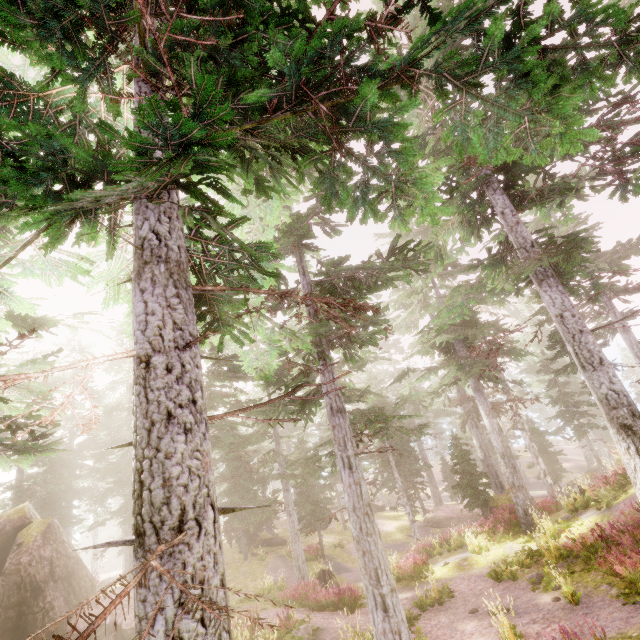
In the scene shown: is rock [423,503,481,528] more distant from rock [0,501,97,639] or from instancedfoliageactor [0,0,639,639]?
rock [0,501,97,639]

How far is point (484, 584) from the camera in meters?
13.2

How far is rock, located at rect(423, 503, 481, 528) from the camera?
28.4 meters

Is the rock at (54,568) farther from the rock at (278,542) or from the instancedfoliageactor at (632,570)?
the rock at (278,542)

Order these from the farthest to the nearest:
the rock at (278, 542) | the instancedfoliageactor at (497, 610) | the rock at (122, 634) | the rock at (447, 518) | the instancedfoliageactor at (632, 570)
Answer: the rock at (447, 518), the rock at (278, 542), the rock at (122, 634), the instancedfoliageactor at (497, 610), the instancedfoliageactor at (632, 570)

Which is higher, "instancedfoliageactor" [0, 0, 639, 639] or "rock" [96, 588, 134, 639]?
"instancedfoliageactor" [0, 0, 639, 639]

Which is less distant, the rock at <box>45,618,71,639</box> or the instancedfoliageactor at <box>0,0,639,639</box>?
the instancedfoliageactor at <box>0,0,639,639</box>

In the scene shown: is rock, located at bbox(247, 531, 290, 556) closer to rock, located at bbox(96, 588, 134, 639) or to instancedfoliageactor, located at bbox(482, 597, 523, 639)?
instancedfoliageactor, located at bbox(482, 597, 523, 639)
